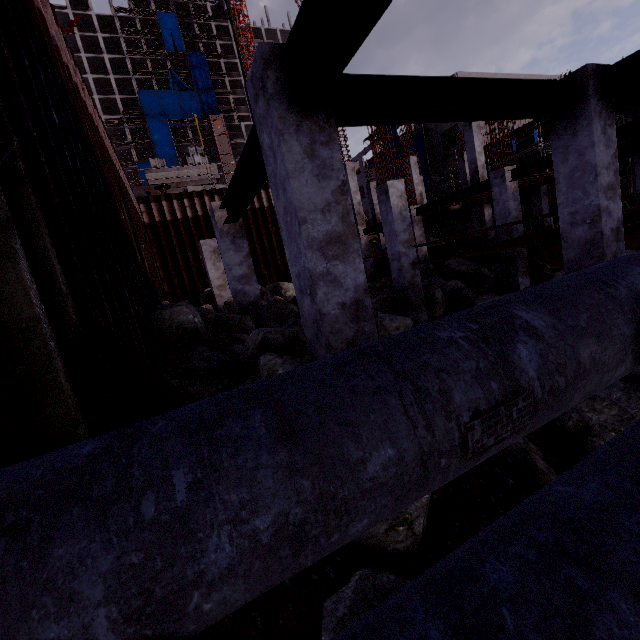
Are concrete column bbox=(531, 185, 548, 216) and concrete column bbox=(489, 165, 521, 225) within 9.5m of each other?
no

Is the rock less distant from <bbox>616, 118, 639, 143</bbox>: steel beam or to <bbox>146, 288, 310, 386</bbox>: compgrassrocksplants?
<bbox>146, 288, 310, 386</bbox>: compgrassrocksplants

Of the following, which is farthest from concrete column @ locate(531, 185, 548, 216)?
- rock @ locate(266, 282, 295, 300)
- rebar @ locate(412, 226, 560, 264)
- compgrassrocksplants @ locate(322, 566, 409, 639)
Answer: compgrassrocksplants @ locate(322, 566, 409, 639)

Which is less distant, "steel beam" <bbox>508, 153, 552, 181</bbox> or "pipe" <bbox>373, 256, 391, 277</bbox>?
"steel beam" <bbox>508, 153, 552, 181</bbox>

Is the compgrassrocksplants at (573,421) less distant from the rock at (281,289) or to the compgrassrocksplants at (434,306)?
the compgrassrocksplants at (434,306)

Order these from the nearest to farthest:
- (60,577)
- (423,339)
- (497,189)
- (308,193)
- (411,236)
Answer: (60,577)
(423,339)
(308,193)
(411,236)
(497,189)

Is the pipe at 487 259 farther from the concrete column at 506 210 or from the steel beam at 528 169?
the steel beam at 528 169

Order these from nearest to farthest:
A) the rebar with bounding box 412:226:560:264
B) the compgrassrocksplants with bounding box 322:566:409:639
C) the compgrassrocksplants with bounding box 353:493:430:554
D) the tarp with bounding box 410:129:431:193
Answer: the compgrassrocksplants with bounding box 322:566:409:639 < the compgrassrocksplants with bounding box 353:493:430:554 < the rebar with bounding box 412:226:560:264 < the tarp with bounding box 410:129:431:193
